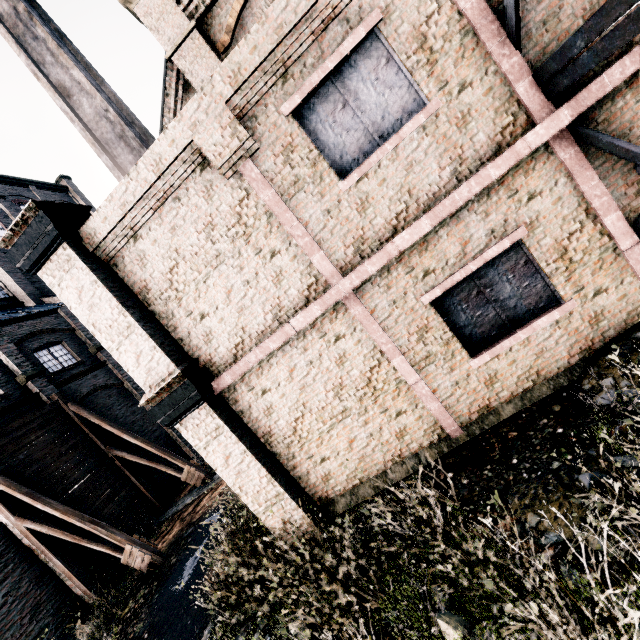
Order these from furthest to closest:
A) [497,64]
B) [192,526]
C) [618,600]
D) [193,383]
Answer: [192,526], [193,383], [497,64], [618,600]

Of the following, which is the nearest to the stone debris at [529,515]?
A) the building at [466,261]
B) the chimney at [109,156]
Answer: the building at [466,261]

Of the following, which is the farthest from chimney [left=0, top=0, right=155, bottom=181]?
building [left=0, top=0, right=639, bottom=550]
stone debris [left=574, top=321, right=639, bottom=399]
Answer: stone debris [left=574, top=321, right=639, bottom=399]

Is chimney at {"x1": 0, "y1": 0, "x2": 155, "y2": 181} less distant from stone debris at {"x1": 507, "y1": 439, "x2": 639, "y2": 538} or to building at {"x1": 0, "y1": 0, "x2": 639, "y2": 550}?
building at {"x1": 0, "y1": 0, "x2": 639, "y2": 550}

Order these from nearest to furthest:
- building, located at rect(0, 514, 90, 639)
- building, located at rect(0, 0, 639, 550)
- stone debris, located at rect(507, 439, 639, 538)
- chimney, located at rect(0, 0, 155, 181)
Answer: stone debris, located at rect(507, 439, 639, 538), building, located at rect(0, 0, 639, 550), building, located at rect(0, 514, 90, 639), chimney, located at rect(0, 0, 155, 181)

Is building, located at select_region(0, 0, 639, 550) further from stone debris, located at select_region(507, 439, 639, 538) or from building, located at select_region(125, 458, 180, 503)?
building, located at select_region(125, 458, 180, 503)

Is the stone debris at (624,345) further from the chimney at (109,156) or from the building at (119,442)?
the building at (119,442)
